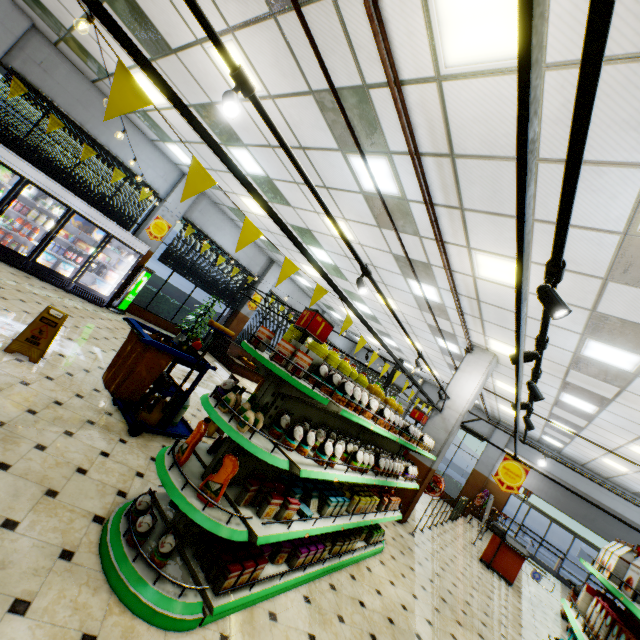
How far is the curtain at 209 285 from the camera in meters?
11.4

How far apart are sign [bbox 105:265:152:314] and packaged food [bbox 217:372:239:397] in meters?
8.8

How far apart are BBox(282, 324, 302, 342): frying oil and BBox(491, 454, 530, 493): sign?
7.1m

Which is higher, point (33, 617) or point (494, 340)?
point (494, 340)

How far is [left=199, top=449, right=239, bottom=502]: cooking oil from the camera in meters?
2.5 m

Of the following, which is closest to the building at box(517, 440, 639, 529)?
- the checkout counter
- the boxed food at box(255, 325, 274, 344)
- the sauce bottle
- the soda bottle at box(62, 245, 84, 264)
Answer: the checkout counter

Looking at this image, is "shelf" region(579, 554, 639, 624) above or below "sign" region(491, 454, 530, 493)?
below

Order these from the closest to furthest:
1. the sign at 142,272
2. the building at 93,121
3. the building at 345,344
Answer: the building at 93,121 → the sign at 142,272 → the building at 345,344
